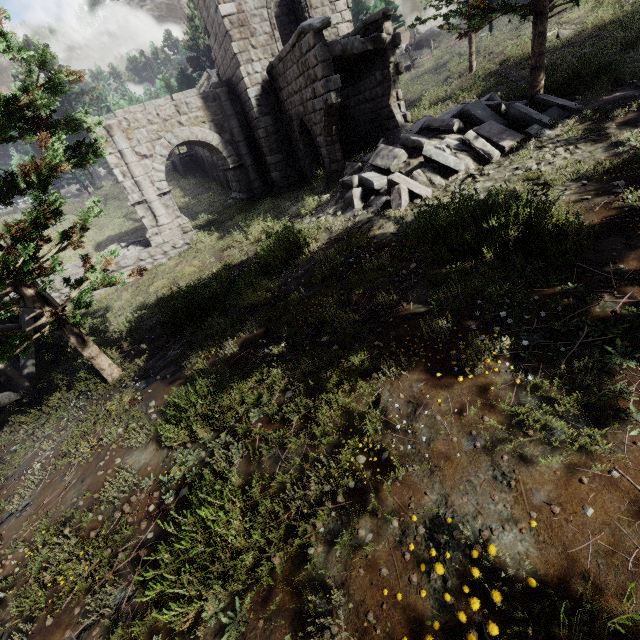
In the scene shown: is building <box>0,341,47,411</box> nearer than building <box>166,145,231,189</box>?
Yes

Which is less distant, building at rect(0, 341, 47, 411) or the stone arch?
building at rect(0, 341, 47, 411)

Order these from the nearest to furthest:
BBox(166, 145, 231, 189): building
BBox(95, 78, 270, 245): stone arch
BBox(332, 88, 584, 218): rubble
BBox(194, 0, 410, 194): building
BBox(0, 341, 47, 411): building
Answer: BBox(332, 88, 584, 218): rubble, BBox(0, 341, 47, 411): building, BBox(194, 0, 410, 194): building, BBox(95, 78, 270, 245): stone arch, BBox(166, 145, 231, 189): building

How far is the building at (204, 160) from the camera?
26.55m

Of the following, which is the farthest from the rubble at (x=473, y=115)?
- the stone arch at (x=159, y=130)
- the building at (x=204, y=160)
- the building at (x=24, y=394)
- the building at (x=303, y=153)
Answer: the building at (x=204, y=160)

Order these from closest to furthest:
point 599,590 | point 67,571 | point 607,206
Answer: point 599,590 → point 67,571 → point 607,206

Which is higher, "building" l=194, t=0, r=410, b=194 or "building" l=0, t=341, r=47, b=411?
"building" l=194, t=0, r=410, b=194

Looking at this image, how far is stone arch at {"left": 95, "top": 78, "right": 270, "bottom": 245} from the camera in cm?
1550
